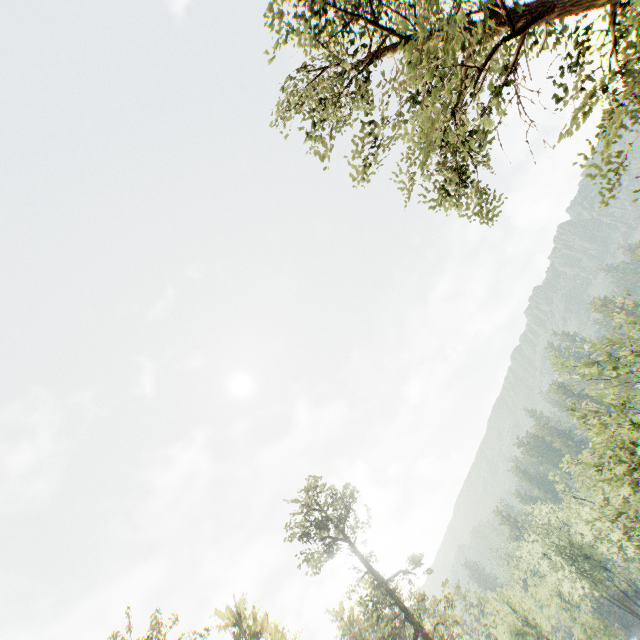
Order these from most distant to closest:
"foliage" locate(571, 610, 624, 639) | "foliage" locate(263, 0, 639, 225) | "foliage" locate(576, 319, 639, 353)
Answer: "foliage" locate(571, 610, 624, 639)
"foliage" locate(576, 319, 639, 353)
"foliage" locate(263, 0, 639, 225)

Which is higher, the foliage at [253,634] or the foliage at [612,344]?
the foliage at [253,634]

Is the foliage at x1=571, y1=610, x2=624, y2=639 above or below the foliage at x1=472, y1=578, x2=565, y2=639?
below

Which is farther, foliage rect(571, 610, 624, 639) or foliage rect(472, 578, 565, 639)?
foliage rect(472, 578, 565, 639)

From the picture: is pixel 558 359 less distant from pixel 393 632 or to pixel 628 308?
pixel 628 308

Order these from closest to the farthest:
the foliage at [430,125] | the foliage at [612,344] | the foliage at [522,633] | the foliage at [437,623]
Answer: the foliage at [430,125]
the foliage at [612,344]
the foliage at [437,623]
the foliage at [522,633]
